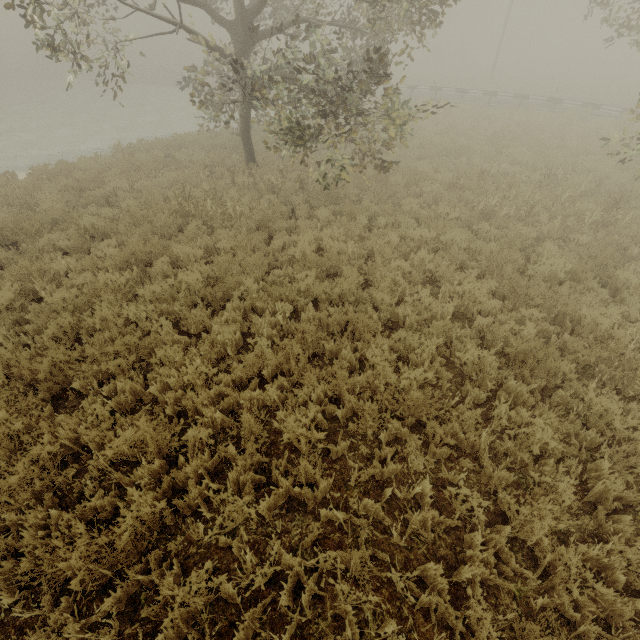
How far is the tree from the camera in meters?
8.5 m

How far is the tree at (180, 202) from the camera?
8.45m

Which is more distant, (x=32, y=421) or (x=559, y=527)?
(x=32, y=421)
